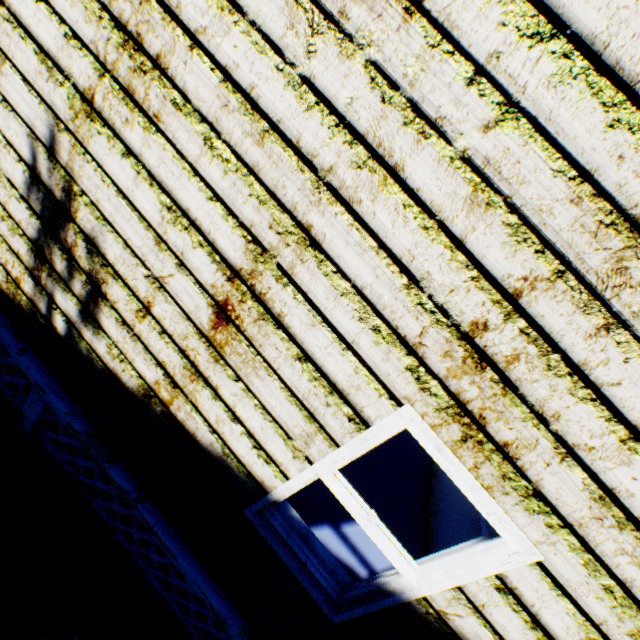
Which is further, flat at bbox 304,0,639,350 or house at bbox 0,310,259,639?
house at bbox 0,310,259,639

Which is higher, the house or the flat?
the flat

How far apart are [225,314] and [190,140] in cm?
103

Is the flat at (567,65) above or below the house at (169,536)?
above

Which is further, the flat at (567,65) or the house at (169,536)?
the house at (169,536)
